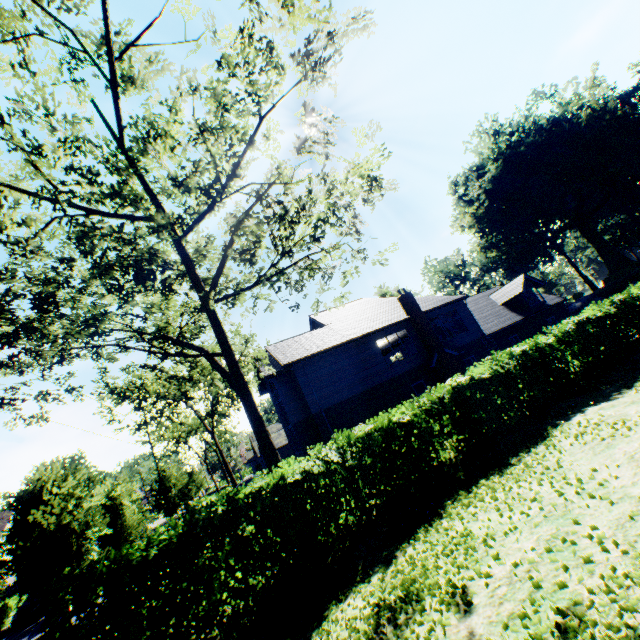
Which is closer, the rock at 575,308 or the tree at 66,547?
the tree at 66,547

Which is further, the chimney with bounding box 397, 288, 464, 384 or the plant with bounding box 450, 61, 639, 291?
the plant with bounding box 450, 61, 639, 291

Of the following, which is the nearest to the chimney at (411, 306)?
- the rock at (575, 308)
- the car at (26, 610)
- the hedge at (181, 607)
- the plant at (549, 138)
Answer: the hedge at (181, 607)

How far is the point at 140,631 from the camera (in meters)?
6.71

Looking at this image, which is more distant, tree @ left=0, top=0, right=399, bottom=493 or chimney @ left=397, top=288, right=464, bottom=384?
chimney @ left=397, top=288, right=464, bottom=384

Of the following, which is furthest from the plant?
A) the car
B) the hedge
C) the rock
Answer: the car

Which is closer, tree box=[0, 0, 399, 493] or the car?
tree box=[0, 0, 399, 493]

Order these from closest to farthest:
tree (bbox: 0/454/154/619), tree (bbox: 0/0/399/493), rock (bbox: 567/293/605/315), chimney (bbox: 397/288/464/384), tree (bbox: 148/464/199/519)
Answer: tree (bbox: 0/0/399/493)
tree (bbox: 0/454/154/619)
chimney (bbox: 397/288/464/384)
tree (bbox: 148/464/199/519)
rock (bbox: 567/293/605/315)
